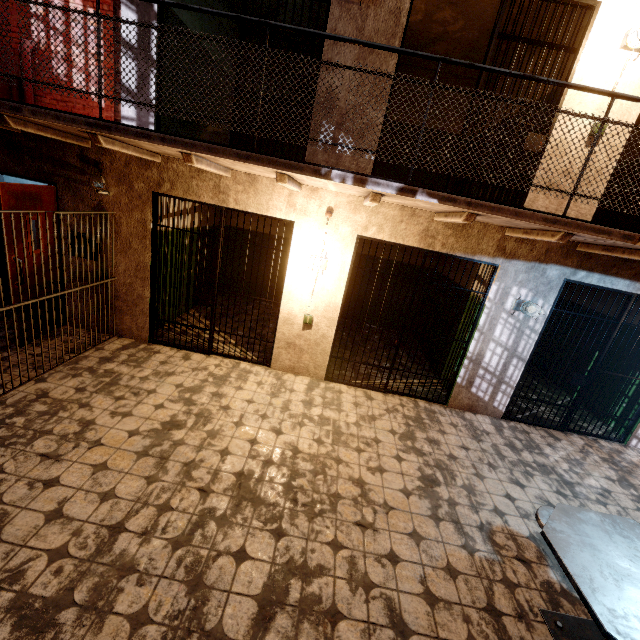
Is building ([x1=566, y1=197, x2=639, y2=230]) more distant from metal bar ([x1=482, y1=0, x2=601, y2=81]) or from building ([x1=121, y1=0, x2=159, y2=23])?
metal bar ([x1=482, y1=0, x2=601, y2=81])

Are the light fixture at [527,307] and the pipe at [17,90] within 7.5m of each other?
no

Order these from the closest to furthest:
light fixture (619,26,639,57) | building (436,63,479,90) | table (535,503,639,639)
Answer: table (535,503,639,639), light fixture (619,26,639,57), building (436,63,479,90)

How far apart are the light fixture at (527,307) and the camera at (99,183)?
5.96m

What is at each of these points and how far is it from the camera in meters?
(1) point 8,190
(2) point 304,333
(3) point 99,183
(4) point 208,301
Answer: (1) door, 3.9 m
(2) building, 5.1 m
(3) camera, 4.3 m
(4) metal bar, 5.1 m

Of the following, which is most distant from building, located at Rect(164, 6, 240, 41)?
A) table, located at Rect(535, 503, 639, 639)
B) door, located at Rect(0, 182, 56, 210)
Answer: table, located at Rect(535, 503, 639, 639)

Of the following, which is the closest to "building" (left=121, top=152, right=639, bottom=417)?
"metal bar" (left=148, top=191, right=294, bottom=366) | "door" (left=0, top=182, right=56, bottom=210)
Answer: "metal bar" (left=148, top=191, right=294, bottom=366)

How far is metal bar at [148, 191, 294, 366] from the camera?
4.7m
